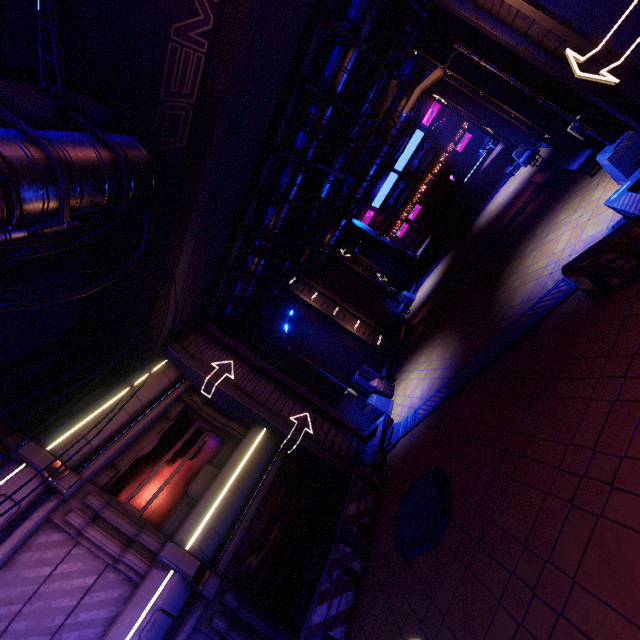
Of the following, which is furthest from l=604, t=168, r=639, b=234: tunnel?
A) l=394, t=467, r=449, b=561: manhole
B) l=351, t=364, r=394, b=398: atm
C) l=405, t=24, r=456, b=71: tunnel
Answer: l=405, t=24, r=456, b=71: tunnel

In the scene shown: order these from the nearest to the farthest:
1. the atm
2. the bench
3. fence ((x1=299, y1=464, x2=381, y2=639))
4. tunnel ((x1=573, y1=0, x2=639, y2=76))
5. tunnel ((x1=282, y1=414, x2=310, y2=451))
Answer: tunnel ((x1=573, y1=0, x2=639, y2=76)), fence ((x1=299, y1=464, x2=381, y2=639)), the bench, tunnel ((x1=282, y1=414, x2=310, y2=451)), the atm

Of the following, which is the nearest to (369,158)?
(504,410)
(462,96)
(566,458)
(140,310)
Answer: (462,96)

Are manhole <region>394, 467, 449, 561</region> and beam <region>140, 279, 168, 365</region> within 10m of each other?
yes

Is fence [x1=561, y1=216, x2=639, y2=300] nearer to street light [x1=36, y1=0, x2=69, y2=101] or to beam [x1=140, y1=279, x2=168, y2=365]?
beam [x1=140, y1=279, x2=168, y2=365]

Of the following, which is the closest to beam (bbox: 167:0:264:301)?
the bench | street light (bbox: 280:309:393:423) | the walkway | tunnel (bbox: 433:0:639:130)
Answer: tunnel (bbox: 433:0:639:130)

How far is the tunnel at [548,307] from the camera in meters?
9.2 m

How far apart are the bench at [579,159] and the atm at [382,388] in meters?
10.7
